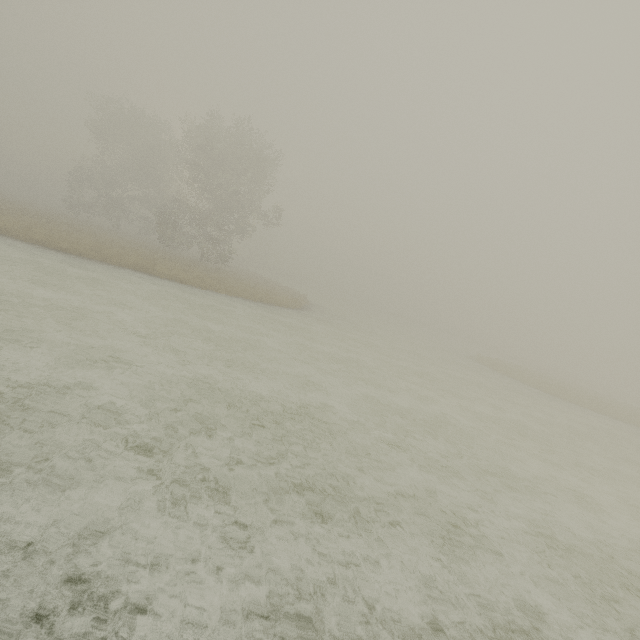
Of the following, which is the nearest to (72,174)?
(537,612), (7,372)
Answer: (7,372)
